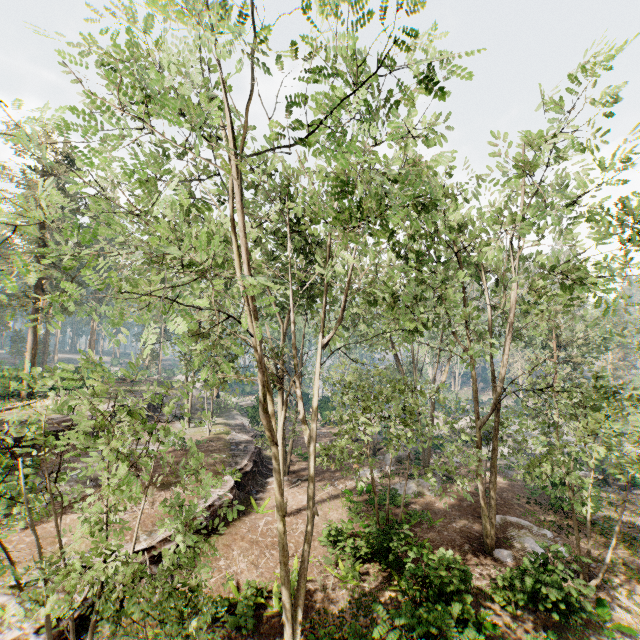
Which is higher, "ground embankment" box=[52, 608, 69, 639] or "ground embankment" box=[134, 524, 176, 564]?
"ground embankment" box=[134, 524, 176, 564]

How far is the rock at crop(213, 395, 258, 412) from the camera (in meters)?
35.78

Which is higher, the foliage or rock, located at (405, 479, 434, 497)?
the foliage

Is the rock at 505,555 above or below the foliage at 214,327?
below

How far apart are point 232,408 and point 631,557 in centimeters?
3624cm

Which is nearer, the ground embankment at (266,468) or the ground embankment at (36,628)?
the ground embankment at (36,628)

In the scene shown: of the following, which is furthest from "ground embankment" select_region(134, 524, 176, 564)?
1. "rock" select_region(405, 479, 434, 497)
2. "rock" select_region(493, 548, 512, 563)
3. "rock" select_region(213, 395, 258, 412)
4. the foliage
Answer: "rock" select_region(493, 548, 512, 563)

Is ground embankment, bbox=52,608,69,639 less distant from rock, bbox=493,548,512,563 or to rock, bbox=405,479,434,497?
rock, bbox=405,479,434,497
